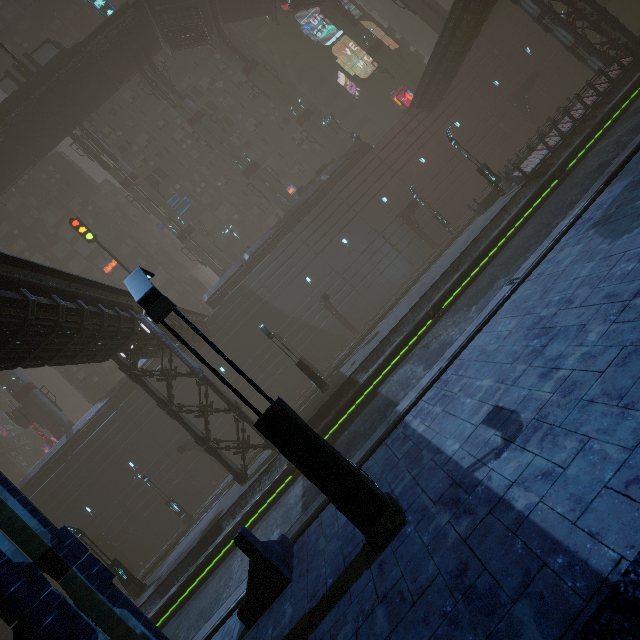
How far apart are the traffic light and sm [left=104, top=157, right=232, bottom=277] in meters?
11.8

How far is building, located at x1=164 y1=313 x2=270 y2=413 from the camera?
24.02m

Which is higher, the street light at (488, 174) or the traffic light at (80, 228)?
the traffic light at (80, 228)

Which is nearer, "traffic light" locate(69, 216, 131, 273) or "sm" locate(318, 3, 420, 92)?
"traffic light" locate(69, 216, 131, 273)

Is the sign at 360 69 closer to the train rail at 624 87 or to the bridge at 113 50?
the bridge at 113 50

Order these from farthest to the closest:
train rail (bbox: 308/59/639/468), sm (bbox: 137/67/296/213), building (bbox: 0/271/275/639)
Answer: sm (bbox: 137/67/296/213) < train rail (bbox: 308/59/639/468) < building (bbox: 0/271/275/639)

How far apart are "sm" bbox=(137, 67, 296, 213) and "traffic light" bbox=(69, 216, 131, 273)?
18.02m

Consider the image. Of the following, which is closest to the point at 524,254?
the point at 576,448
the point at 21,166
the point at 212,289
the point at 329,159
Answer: the point at 576,448
